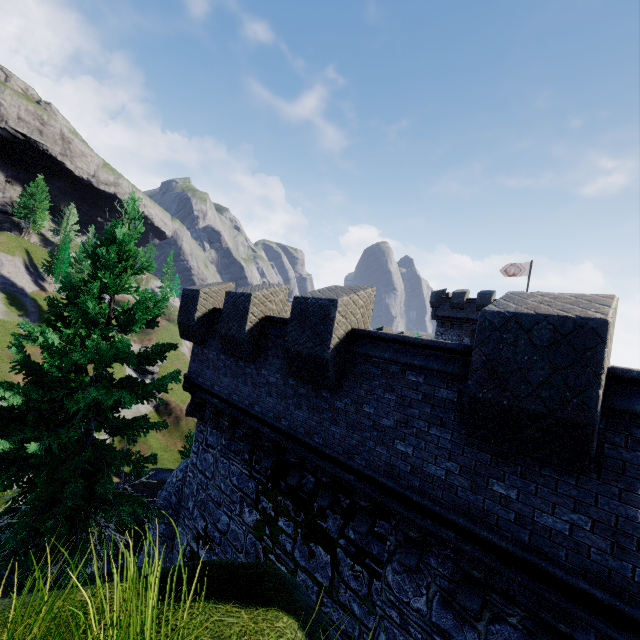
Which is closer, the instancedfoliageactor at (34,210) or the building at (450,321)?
the building at (450,321)

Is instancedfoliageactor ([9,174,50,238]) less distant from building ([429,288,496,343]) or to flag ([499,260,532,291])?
building ([429,288,496,343])

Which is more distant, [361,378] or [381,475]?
[361,378]

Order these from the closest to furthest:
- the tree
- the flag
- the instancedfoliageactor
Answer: the tree, the flag, the instancedfoliageactor

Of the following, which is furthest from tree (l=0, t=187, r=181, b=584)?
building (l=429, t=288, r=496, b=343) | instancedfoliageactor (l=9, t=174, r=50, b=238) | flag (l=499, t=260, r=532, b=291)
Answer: instancedfoliageactor (l=9, t=174, r=50, b=238)

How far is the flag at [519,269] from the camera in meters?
31.9

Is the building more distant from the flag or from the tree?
the tree

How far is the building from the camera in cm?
3225
